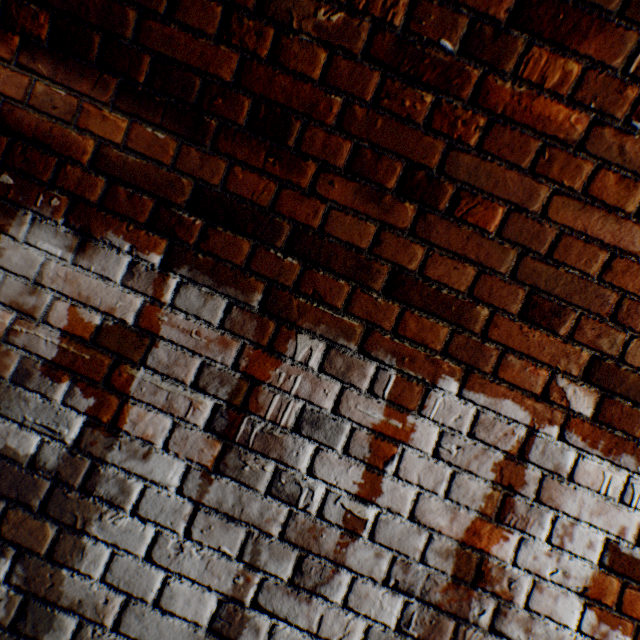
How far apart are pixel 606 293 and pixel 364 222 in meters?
0.7 m
